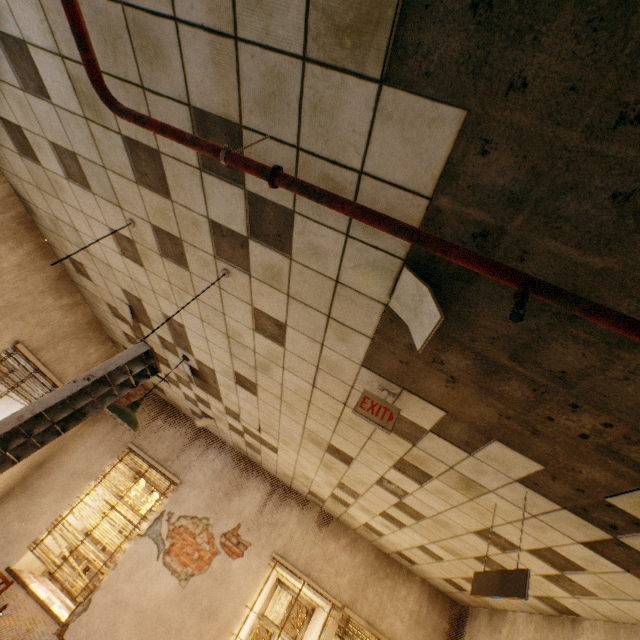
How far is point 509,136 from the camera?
1.1m

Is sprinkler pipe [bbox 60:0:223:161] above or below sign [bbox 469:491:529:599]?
above

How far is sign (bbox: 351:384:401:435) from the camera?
2.21m

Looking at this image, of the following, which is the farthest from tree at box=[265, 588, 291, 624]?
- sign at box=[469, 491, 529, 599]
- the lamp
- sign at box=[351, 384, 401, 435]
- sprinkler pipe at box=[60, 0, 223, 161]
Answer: the lamp

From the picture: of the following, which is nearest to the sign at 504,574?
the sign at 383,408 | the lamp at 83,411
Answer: the sign at 383,408

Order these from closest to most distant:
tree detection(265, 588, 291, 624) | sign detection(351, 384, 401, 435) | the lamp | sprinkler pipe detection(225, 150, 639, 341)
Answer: sprinkler pipe detection(225, 150, 639, 341)
the lamp
sign detection(351, 384, 401, 435)
tree detection(265, 588, 291, 624)

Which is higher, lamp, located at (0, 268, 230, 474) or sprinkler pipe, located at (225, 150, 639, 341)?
sprinkler pipe, located at (225, 150, 639, 341)

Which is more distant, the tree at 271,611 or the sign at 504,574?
the tree at 271,611
